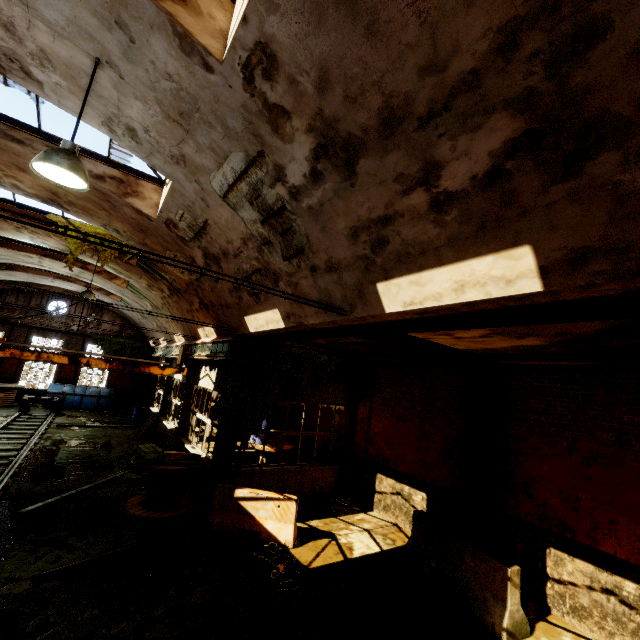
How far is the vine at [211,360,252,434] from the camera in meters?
9.4

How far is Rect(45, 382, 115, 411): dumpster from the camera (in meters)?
21.28

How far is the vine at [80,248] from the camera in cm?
1052

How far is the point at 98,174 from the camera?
7.0 meters

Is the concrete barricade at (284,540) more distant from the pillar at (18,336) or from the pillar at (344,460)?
the pillar at (18,336)

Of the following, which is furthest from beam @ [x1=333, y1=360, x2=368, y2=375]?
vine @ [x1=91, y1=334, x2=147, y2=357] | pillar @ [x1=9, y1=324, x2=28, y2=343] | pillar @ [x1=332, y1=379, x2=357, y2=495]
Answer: pillar @ [x1=9, y1=324, x2=28, y2=343]

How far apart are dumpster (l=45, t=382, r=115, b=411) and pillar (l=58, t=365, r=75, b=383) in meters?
0.0

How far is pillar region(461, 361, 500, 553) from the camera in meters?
7.5
